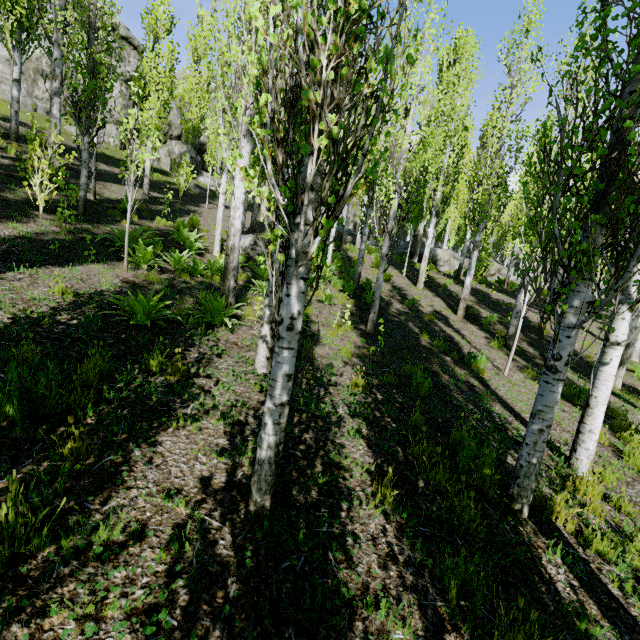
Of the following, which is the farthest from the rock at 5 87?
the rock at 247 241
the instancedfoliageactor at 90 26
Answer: the rock at 247 241

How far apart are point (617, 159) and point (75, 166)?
17.57m

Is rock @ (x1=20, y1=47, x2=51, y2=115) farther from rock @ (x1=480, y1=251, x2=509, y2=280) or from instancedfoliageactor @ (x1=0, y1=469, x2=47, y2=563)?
rock @ (x1=480, y1=251, x2=509, y2=280)

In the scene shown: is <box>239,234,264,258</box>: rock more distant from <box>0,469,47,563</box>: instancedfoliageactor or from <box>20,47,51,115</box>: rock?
<box>20,47,51,115</box>: rock

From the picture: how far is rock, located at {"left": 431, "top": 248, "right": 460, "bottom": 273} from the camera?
23.6m

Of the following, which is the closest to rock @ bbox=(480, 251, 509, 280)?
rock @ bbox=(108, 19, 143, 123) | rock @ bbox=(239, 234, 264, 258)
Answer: rock @ bbox=(108, 19, 143, 123)

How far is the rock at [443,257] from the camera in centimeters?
2361cm
